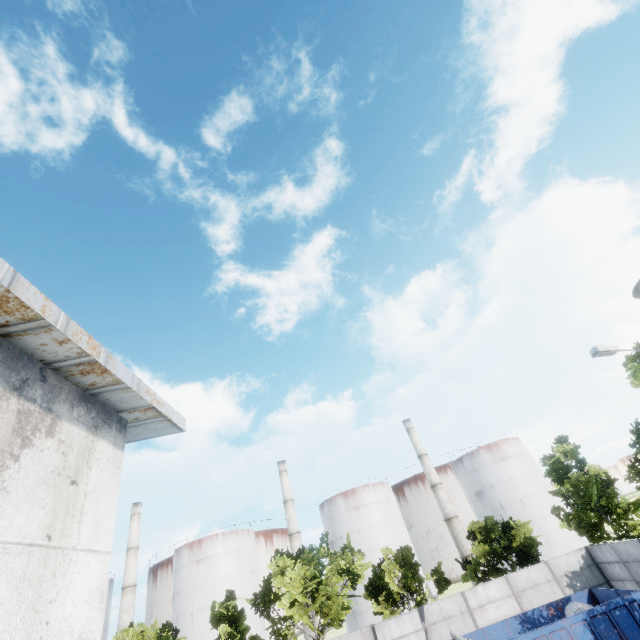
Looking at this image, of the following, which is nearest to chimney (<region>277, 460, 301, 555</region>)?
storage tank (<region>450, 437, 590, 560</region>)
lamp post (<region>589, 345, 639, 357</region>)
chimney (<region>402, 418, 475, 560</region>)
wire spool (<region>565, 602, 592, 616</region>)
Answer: chimney (<region>402, 418, 475, 560</region>)

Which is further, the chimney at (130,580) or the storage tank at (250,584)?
the chimney at (130,580)

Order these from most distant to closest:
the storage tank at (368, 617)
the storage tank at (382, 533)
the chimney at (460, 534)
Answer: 1. the storage tank at (382, 533)
2. the chimney at (460, 534)
3. the storage tank at (368, 617)

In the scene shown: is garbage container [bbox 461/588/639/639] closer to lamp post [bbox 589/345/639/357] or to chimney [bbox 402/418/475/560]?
lamp post [bbox 589/345/639/357]

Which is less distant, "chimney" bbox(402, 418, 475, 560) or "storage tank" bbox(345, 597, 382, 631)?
"storage tank" bbox(345, 597, 382, 631)

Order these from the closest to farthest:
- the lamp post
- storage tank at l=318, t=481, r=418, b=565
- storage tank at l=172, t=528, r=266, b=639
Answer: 1. the lamp post
2. storage tank at l=172, t=528, r=266, b=639
3. storage tank at l=318, t=481, r=418, b=565

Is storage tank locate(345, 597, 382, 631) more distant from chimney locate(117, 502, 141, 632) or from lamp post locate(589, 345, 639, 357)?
lamp post locate(589, 345, 639, 357)

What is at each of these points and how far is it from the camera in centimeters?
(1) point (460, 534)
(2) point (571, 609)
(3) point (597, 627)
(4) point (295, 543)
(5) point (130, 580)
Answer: (1) chimney, 4672cm
(2) wire spool, 1683cm
(3) garbage container, 1417cm
(4) chimney, 4934cm
(5) chimney, 4738cm
